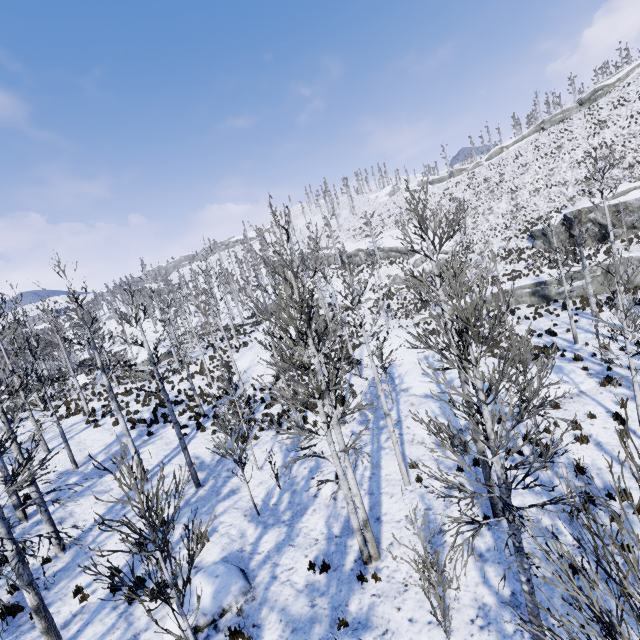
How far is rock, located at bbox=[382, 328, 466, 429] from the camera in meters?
14.4 m

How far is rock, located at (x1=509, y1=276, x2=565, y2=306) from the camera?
26.5 meters

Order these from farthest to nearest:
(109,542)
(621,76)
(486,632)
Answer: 1. (621,76)
2. (109,542)
3. (486,632)

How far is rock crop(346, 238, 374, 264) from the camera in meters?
53.3 m

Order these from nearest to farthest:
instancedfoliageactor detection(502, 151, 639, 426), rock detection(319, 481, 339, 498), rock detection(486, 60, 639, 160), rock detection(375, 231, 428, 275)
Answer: instancedfoliageactor detection(502, 151, 639, 426), rock detection(319, 481, 339, 498), rock detection(375, 231, 428, 275), rock detection(486, 60, 639, 160)

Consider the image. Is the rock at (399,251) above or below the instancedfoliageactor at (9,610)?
above

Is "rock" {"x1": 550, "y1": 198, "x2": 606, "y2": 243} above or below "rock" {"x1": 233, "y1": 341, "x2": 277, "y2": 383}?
above

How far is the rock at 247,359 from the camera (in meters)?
24.16
